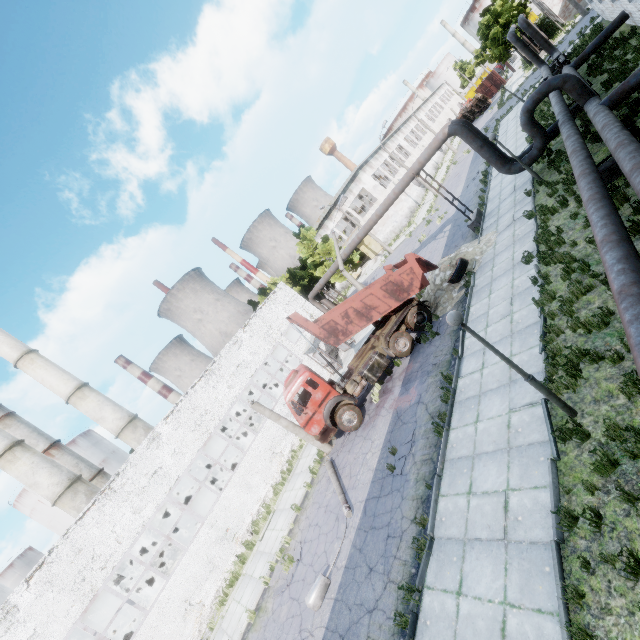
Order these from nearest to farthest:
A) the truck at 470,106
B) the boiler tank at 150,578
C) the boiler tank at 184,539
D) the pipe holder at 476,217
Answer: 1. the pipe holder at 476,217
2. the boiler tank at 150,578
3. the boiler tank at 184,539
4. the truck at 470,106

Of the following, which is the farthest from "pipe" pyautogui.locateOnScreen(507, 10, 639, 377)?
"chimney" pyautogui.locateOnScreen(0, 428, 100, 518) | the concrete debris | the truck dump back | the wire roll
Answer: "chimney" pyautogui.locateOnScreen(0, 428, 100, 518)

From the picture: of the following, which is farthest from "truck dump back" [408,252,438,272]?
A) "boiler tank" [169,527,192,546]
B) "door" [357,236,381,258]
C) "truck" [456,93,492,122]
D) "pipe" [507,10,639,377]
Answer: "truck" [456,93,492,122]

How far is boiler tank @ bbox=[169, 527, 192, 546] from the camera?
21.4 meters

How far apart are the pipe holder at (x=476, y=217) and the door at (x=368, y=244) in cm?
2735

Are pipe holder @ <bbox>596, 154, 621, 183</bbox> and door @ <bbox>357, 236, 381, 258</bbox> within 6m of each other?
no

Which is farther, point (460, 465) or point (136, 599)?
point (136, 599)

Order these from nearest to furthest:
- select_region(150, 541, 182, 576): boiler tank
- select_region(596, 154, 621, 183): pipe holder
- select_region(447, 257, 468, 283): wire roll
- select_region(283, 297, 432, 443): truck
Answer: select_region(596, 154, 621, 183): pipe holder
select_region(283, 297, 432, 443): truck
select_region(447, 257, 468, 283): wire roll
select_region(150, 541, 182, 576): boiler tank
